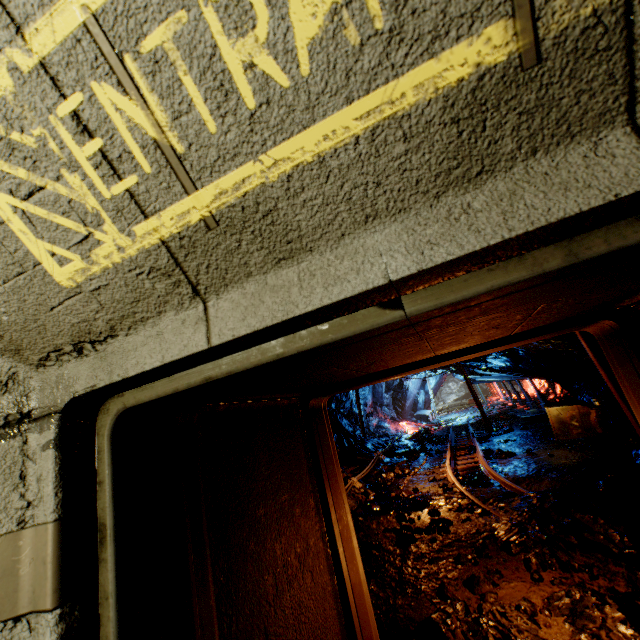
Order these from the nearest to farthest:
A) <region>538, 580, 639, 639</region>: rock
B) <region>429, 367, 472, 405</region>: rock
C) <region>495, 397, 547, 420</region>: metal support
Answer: <region>538, 580, 639, 639</region>: rock < <region>495, 397, 547, 420</region>: metal support < <region>429, 367, 472, 405</region>: rock

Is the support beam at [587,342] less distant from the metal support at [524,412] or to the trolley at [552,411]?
the trolley at [552,411]

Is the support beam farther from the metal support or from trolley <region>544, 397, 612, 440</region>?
the metal support

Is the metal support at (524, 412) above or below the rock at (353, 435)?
below

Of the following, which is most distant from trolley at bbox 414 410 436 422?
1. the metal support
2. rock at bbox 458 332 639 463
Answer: the metal support

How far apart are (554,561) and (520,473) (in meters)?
3.88

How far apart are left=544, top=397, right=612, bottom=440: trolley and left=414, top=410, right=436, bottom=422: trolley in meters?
13.7

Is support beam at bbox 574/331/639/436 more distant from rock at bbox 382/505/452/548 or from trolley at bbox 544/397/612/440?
trolley at bbox 544/397/612/440
